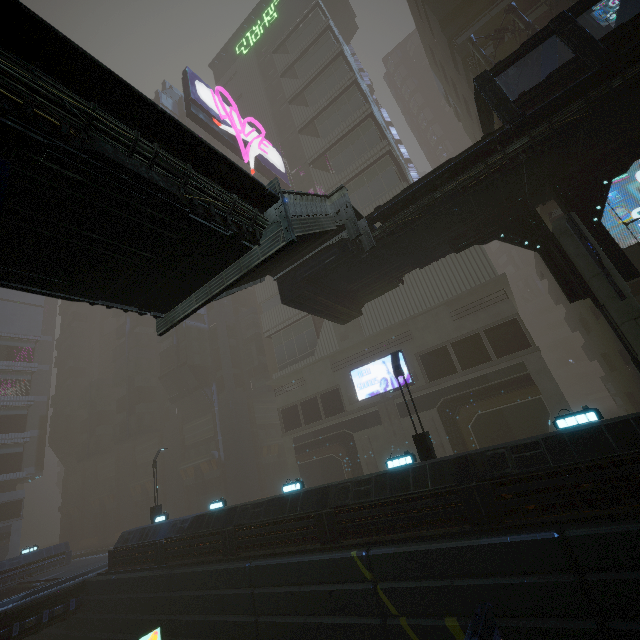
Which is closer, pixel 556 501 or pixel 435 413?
pixel 556 501

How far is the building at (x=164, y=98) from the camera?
58.00m

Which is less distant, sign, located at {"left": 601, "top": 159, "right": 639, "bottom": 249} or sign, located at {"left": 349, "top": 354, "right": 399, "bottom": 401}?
sign, located at {"left": 601, "top": 159, "right": 639, "bottom": 249}

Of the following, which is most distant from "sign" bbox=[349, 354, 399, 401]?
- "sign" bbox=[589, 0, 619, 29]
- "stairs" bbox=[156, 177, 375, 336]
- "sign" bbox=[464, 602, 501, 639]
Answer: "sign" bbox=[464, 602, 501, 639]

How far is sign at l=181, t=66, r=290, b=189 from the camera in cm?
3025

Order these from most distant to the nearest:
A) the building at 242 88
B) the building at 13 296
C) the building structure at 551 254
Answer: the building at 13 296 → the building at 242 88 → the building structure at 551 254

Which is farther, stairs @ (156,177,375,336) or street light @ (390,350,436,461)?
street light @ (390,350,436,461)

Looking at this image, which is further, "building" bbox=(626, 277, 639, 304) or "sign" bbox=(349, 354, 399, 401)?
"sign" bbox=(349, 354, 399, 401)
